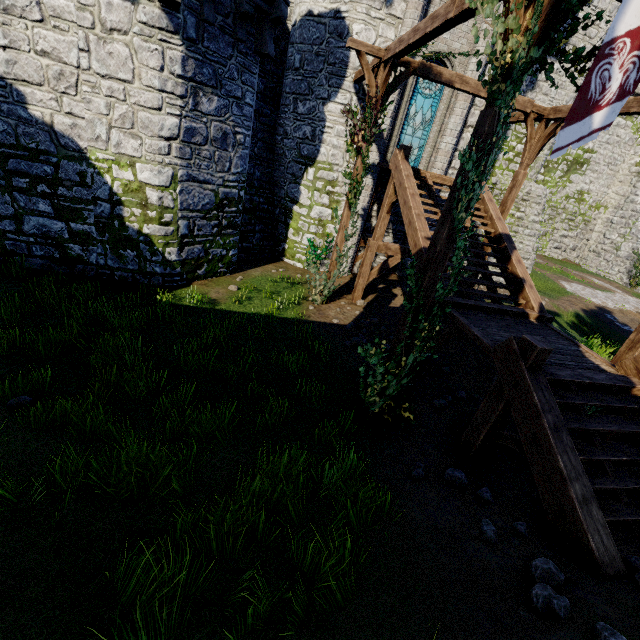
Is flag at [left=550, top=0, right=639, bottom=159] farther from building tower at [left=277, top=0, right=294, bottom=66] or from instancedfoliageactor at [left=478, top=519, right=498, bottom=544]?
building tower at [left=277, top=0, right=294, bottom=66]

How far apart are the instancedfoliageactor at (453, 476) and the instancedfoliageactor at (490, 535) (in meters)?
0.77

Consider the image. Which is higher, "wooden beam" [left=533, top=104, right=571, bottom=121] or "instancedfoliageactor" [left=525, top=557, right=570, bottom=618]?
"wooden beam" [left=533, top=104, right=571, bottom=121]

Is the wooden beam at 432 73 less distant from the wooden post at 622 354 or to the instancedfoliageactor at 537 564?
the wooden post at 622 354

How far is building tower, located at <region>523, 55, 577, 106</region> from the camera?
15.98m

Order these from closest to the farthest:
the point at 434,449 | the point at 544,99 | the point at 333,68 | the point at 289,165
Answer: the point at 434,449 < the point at 333,68 < the point at 289,165 < the point at 544,99

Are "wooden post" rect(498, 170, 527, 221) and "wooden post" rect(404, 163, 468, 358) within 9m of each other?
yes

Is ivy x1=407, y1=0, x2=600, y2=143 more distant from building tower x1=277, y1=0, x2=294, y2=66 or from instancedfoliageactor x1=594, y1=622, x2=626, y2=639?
building tower x1=277, y1=0, x2=294, y2=66
